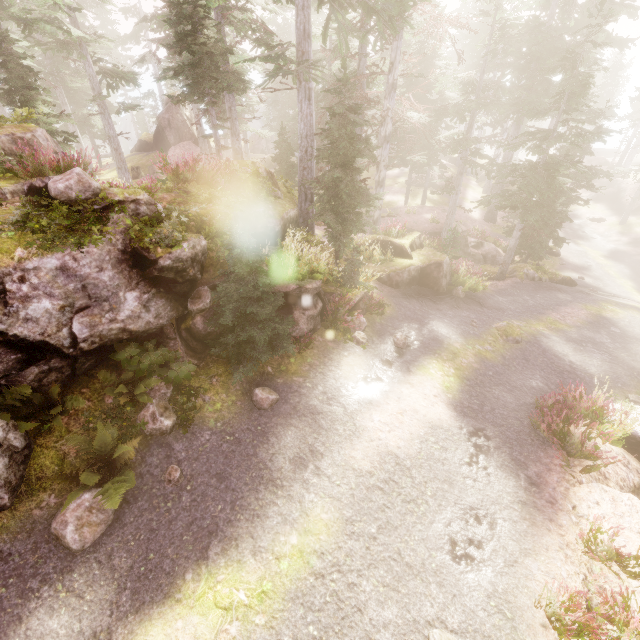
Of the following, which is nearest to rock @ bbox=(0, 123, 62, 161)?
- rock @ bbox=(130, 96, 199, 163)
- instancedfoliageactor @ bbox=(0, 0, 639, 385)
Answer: instancedfoliageactor @ bbox=(0, 0, 639, 385)

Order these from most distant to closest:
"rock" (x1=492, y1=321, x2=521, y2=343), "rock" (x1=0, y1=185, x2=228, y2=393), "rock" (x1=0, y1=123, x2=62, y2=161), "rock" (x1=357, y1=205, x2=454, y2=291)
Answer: "rock" (x1=357, y1=205, x2=454, y2=291) < "rock" (x1=492, y1=321, x2=521, y2=343) < "rock" (x1=0, y1=123, x2=62, y2=161) < "rock" (x1=0, y1=185, x2=228, y2=393)

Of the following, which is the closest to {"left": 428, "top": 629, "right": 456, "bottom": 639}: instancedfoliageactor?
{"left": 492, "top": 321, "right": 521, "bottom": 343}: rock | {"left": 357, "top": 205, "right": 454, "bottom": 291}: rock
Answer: {"left": 357, "top": 205, "right": 454, "bottom": 291}: rock

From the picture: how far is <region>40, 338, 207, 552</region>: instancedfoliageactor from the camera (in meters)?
5.42

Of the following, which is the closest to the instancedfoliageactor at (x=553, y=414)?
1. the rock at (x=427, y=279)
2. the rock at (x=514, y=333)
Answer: the rock at (x=427, y=279)

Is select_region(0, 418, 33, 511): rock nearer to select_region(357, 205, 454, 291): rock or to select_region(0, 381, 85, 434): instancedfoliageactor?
select_region(0, 381, 85, 434): instancedfoliageactor

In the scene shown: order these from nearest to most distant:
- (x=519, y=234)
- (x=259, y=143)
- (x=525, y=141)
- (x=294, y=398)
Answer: (x=294, y=398) → (x=525, y=141) → (x=519, y=234) → (x=259, y=143)

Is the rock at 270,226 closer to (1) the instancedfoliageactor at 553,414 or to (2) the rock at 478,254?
(1) the instancedfoliageactor at 553,414
